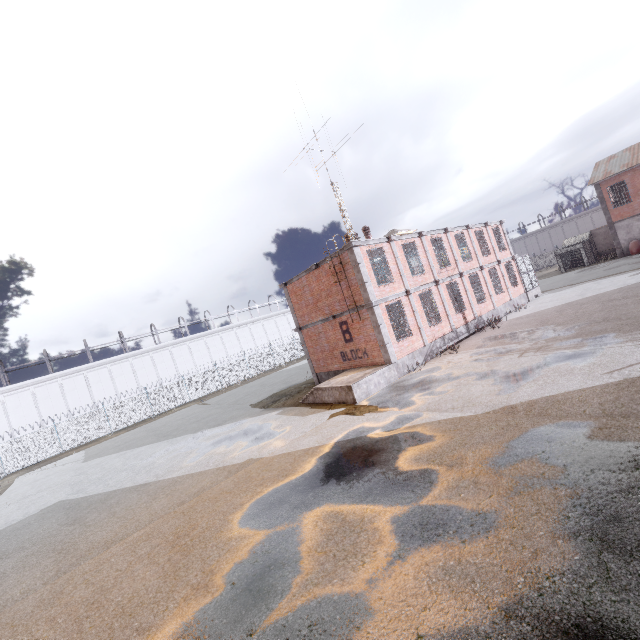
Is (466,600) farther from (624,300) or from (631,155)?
(631,155)

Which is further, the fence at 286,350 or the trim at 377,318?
the fence at 286,350

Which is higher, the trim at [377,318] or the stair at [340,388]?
the trim at [377,318]

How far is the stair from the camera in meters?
14.2 m

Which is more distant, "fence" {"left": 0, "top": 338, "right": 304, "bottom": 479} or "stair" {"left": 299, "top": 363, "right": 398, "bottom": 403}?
"fence" {"left": 0, "top": 338, "right": 304, "bottom": 479}

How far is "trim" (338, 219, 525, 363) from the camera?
15.8m

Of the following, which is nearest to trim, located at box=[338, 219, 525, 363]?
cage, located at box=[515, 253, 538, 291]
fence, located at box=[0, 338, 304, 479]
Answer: cage, located at box=[515, 253, 538, 291]
